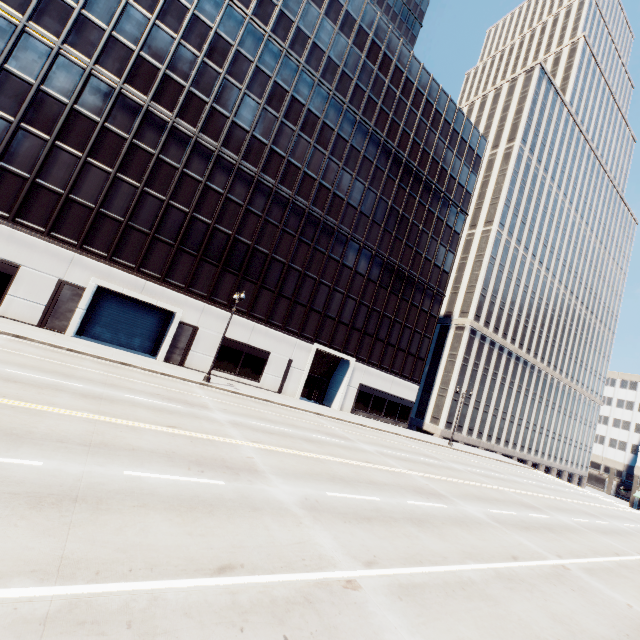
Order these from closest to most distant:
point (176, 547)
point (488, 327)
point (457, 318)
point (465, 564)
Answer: point (176, 547)
point (465, 564)
point (457, 318)
point (488, 327)
